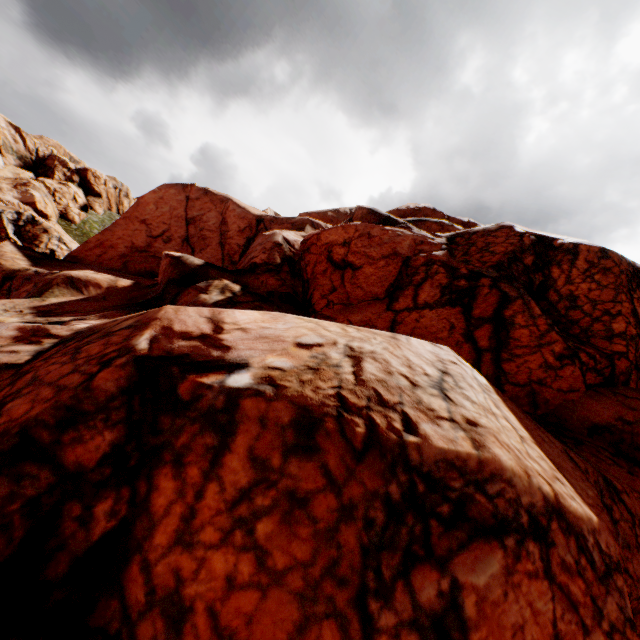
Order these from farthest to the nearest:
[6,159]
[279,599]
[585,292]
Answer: [6,159]
[585,292]
[279,599]
